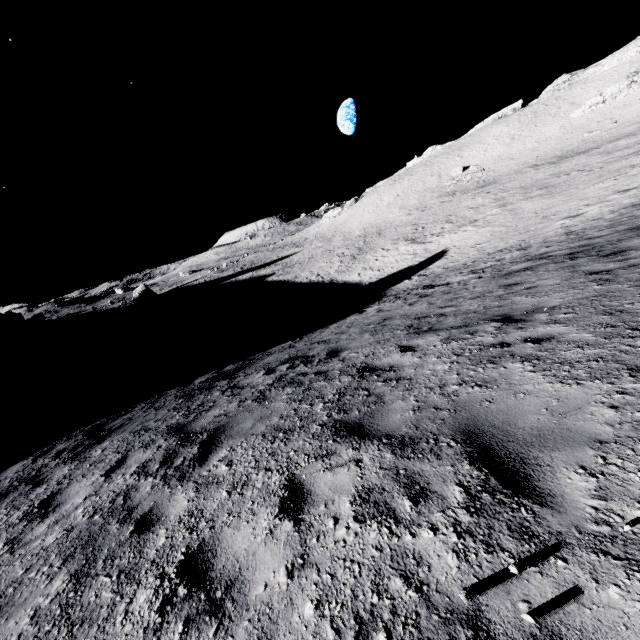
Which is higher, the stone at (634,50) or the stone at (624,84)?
the stone at (634,50)

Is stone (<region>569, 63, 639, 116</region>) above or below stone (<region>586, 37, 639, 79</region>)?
below

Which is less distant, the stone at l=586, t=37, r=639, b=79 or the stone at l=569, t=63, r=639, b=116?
the stone at l=569, t=63, r=639, b=116

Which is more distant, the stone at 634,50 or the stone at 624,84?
the stone at 634,50

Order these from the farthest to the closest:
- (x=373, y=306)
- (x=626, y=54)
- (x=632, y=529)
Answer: (x=626, y=54) < (x=373, y=306) < (x=632, y=529)
